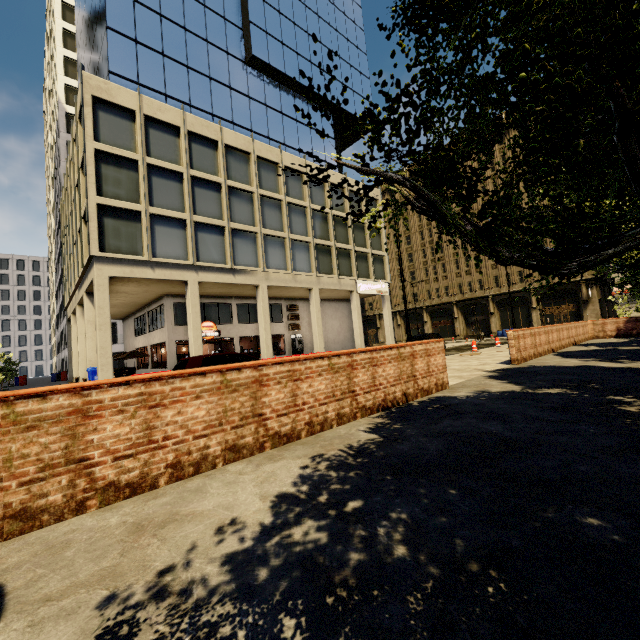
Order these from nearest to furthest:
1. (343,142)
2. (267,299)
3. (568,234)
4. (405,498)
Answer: (405,498), (568,234), (267,299), (343,142)

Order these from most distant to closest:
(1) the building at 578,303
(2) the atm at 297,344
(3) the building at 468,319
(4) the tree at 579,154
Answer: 1. (3) the building at 468,319
2. (1) the building at 578,303
3. (2) the atm at 297,344
4. (4) the tree at 579,154

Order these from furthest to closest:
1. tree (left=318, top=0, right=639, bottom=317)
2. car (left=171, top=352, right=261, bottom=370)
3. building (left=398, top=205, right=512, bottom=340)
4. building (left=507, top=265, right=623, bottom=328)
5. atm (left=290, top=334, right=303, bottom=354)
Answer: building (left=398, top=205, right=512, bottom=340)
building (left=507, top=265, right=623, bottom=328)
atm (left=290, top=334, right=303, bottom=354)
car (left=171, top=352, right=261, bottom=370)
tree (left=318, top=0, right=639, bottom=317)

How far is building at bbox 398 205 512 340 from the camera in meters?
43.5 m

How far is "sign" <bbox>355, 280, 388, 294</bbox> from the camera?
29.7m

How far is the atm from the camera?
29.0m

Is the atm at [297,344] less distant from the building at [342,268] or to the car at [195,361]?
the building at [342,268]
